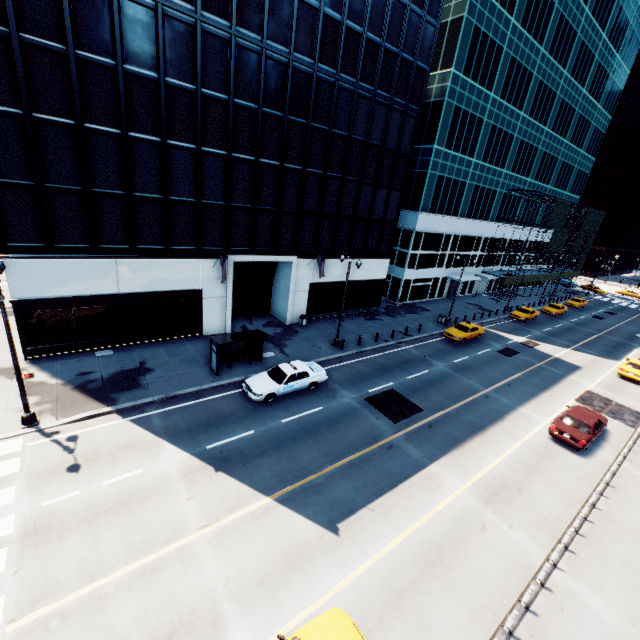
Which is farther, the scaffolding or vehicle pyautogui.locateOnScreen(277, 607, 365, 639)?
the scaffolding

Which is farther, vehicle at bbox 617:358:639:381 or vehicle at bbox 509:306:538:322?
vehicle at bbox 509:306:538:322

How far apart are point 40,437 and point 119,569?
7.8 meters

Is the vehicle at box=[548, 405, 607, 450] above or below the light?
above

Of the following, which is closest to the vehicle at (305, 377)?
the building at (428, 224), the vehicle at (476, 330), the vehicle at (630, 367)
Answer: the building at (428, 224)

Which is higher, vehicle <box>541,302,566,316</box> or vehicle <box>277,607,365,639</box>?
vehicle <box>541,302,566,316</box>

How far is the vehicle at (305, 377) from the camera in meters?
18.1 m

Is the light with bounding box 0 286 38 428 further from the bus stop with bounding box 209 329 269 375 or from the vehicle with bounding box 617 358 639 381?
the vehicle with bounding box 617 358 639 381
